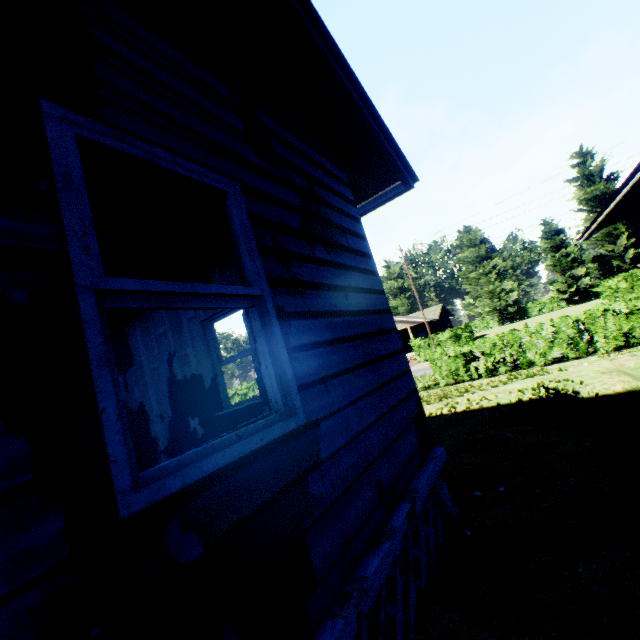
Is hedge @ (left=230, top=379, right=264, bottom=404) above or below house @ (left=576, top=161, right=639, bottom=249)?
below

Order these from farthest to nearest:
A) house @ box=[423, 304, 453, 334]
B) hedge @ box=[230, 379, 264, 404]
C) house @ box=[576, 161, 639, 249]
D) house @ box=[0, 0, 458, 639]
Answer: house @ box=[423, 304, 453, 334] → hedge @ box=[230, 379, 264, 404] → house @ box=[576, 161, 639, 249] → house @ box=[0, 0, 458, 639]

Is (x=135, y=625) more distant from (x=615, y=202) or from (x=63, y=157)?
(x=615, y=202)

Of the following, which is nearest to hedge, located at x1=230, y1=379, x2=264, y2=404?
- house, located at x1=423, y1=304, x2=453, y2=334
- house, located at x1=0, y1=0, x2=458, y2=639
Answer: house, located at x1=423, y1=304, x2=453, y2=334

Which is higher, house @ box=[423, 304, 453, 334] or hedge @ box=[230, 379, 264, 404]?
house @ box=[423, 304, 453, 334]

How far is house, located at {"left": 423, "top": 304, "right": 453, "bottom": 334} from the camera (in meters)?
46.16

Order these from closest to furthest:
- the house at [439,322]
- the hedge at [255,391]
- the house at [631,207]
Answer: the house at [631,207], the hedge at [255,391], the house at [439,322]

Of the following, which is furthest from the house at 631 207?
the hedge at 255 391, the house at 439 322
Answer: A: the house at 439 322
